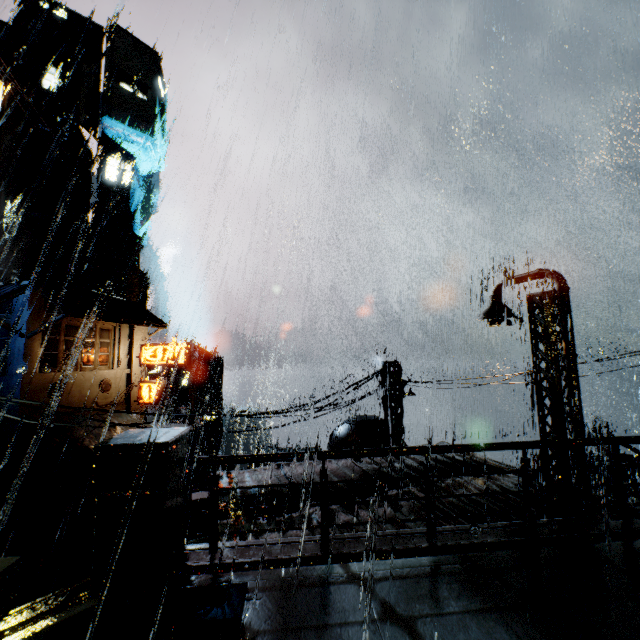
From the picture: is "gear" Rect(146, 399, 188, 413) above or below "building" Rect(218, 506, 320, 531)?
below

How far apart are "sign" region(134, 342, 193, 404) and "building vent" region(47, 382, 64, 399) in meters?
5.0 m

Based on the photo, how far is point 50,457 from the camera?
15.9 meters

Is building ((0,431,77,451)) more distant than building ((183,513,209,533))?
Yes

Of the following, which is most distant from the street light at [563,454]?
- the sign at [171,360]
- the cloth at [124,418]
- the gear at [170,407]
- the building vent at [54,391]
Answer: the gear at [170,407]

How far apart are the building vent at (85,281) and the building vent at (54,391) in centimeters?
2658cm

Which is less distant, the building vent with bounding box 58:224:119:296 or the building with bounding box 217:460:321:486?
the building with bounding box 217:460:321:486

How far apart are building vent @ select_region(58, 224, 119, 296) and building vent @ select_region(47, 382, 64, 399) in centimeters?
2658cm
